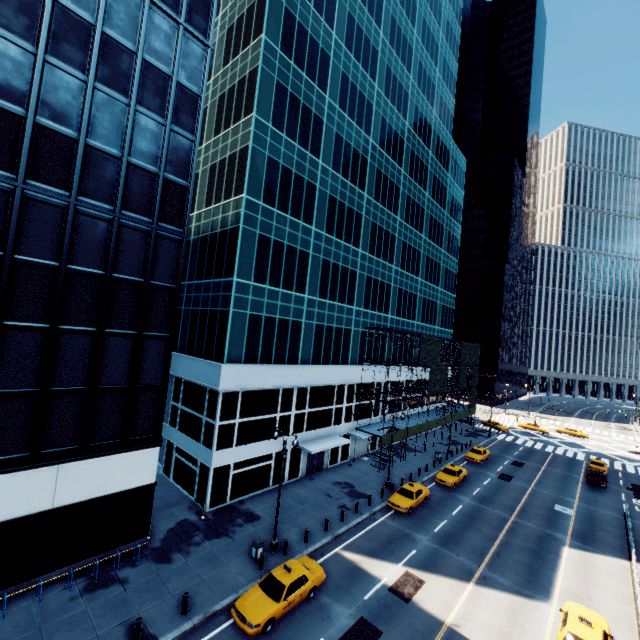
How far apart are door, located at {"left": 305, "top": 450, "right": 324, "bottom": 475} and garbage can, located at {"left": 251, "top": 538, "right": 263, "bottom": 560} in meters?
12.0

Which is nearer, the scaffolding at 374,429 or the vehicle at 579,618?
the vehicle at 579,618

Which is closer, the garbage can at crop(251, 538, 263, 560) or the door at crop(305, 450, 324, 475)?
the garbage can at crop(251, 538, 263, 560)

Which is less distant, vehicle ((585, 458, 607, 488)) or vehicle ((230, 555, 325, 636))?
vehicle ((230, 555, 325, 636))

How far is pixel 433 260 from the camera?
52.59m

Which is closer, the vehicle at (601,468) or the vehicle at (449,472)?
the vehicle at (449,472)

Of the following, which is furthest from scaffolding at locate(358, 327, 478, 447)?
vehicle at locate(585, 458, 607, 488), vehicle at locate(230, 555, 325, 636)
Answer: vehicle at locate(230, 555, 325, 636)

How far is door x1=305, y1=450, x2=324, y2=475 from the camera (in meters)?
31.93
